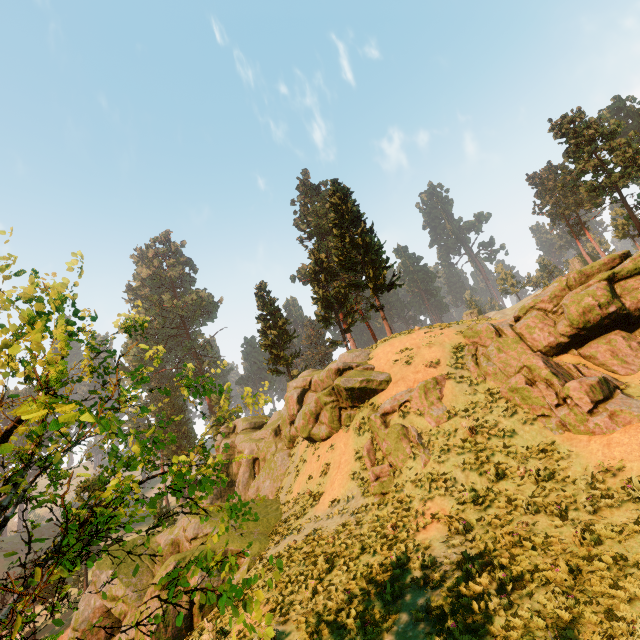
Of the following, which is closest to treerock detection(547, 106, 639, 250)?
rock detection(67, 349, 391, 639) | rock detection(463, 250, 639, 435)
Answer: rock detection(67, 349, 391, 639)

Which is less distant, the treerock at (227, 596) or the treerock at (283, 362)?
the treerock at (227, 596)

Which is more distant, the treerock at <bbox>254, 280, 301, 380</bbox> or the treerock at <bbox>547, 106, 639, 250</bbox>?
the treerock at <bbox>254, 280, 301, 380</bbox>

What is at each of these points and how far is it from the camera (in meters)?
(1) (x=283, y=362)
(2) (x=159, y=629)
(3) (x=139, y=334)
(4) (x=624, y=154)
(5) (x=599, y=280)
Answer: (1) treerock, 37.09
(2) rock, 13.49
(3) treerock, 6.95
(4) treerock, 34.16
(5) rock, 14.45

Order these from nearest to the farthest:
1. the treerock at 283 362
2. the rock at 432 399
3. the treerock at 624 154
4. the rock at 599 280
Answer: the rock at 599 280 < the rock at 432 399 < the treerock at 624 154 < the treerock at 283 362

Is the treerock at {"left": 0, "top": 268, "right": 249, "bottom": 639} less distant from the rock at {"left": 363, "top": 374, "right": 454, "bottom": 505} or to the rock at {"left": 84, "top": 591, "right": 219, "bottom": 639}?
the rock at {"left": 84, "top": 591, "right": 219, "bottom": 639}

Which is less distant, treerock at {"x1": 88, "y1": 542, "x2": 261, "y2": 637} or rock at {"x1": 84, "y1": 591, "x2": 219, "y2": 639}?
treerock at {"x1": 88, "y1": 542, "x2": 261, "y2": 637}
